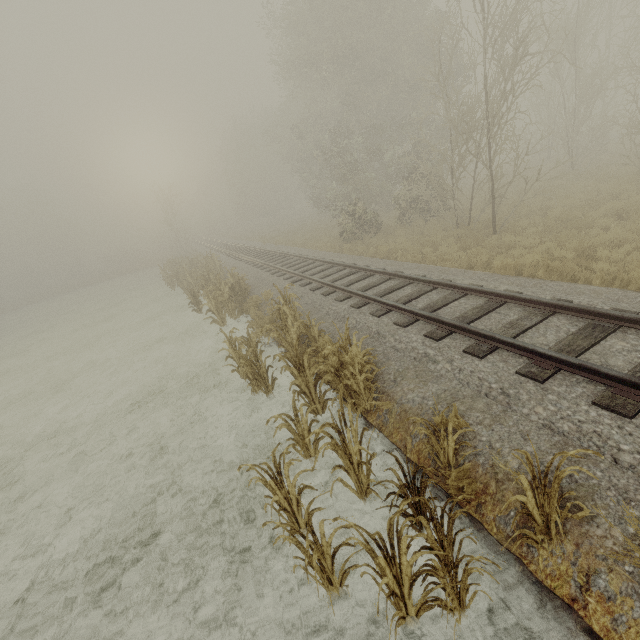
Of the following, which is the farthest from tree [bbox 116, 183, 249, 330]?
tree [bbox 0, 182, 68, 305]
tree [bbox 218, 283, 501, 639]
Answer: tree [bbox 0, 182, 68, 305]

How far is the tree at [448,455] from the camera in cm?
390

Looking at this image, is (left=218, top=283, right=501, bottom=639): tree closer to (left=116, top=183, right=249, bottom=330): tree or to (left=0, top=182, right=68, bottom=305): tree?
(left=116, top=183, right=249, bottom=330): tree

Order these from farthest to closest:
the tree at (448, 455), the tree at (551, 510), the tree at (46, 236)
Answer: the tree at (46, 236) → the tree at (448, 455) → the tree at (551, 510)

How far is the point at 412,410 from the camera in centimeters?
514cm

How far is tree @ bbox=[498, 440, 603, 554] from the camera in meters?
2.8 m

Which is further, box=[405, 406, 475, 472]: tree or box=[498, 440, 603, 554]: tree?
box=[405, 406, 475, 472]: tree
